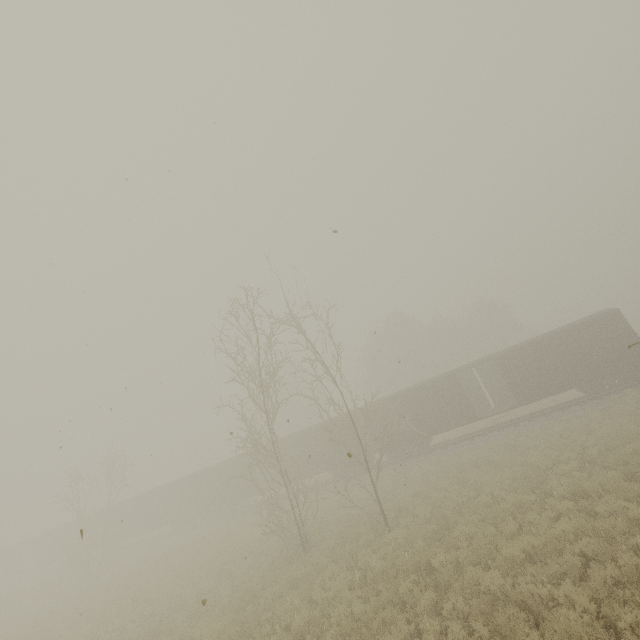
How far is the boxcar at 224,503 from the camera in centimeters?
3005cm

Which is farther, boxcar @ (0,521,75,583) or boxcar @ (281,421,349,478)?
boxcar @ (0,521,75,583)

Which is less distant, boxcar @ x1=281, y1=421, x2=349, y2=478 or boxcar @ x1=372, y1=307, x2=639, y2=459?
boxcar @ x1=372, y1=307, x2=639, y2=459

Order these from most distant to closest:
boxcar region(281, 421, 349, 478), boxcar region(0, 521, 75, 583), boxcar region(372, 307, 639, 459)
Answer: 1. boxcar region(0, 521, 75, 583)
2. boxcar region(281, 421, 349, 478)
3. boxcar region(372, 307, 639, 459)

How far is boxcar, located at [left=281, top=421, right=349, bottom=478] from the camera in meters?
26.7 m

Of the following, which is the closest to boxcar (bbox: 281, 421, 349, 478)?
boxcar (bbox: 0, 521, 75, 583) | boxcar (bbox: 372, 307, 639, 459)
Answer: boxcar (bbox: 372, 307, 639, 459)

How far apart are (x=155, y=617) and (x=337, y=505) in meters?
10.1

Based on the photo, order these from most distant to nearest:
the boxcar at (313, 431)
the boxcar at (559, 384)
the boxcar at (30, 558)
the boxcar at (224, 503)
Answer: the boxcar at (30, 558) → the boxcar at (224, 503) → the boxcar at (313, 431) → the boxcar at (559, 384)
